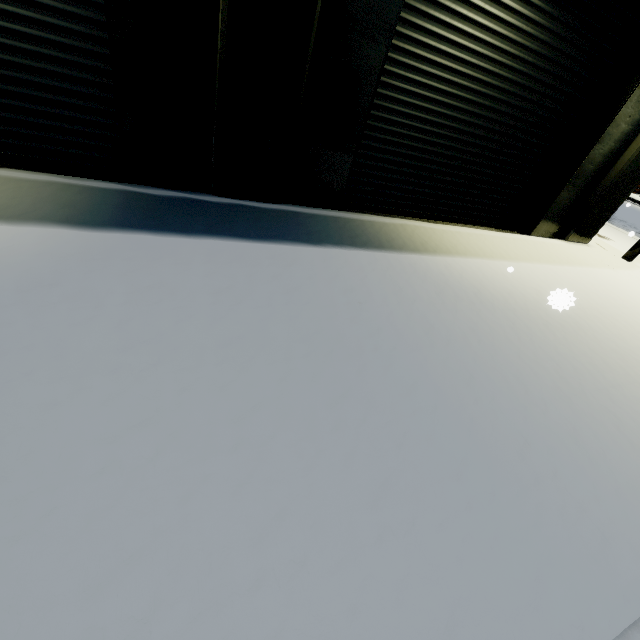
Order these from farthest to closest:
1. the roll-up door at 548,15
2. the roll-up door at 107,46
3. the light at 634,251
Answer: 1. the light at 634,251
2. the roll-up door at 548,15
3. the roll-up door at 107,46

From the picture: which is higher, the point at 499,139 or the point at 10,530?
the point at 499,139

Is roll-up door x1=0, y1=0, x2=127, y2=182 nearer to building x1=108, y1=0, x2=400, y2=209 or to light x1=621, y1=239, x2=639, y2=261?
building x1=108, y1=0, x2=400, y2=209

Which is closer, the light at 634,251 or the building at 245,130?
the building at 245,130

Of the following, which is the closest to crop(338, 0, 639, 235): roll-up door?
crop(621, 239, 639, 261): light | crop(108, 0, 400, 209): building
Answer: crop(108, 0, 400, 209): building

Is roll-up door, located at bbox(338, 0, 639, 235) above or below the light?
above
